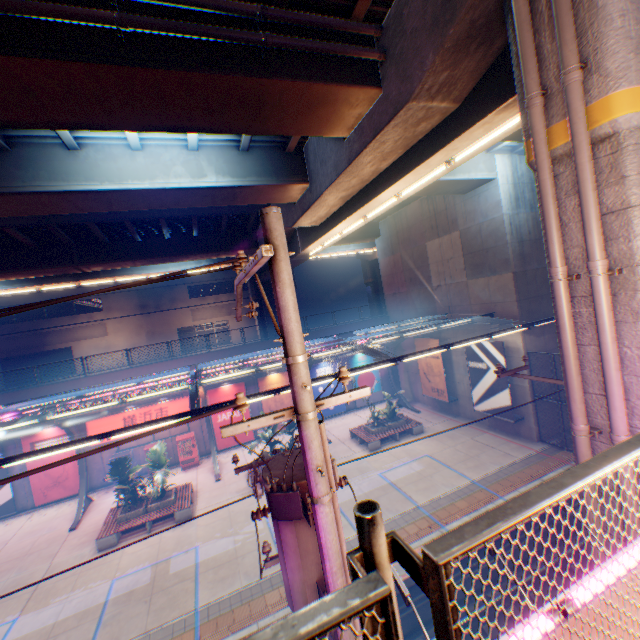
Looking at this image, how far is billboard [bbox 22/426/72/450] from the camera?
18.8 meters

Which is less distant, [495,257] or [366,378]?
[495,257]

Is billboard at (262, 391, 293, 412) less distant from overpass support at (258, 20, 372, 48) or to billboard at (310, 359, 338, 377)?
billboard at (310, 359, 338, 377)

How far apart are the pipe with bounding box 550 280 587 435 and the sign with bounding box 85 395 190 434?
20.92m

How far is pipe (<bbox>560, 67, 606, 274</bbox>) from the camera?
4.42m

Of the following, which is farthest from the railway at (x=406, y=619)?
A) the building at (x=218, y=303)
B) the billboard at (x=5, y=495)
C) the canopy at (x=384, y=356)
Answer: the building at (x=218, y=303)

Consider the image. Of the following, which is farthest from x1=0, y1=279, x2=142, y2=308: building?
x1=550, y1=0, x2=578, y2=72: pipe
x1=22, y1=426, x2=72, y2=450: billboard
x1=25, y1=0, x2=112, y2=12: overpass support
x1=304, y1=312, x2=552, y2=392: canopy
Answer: x1=550, y1=0, x2=578, y2=72: pipe

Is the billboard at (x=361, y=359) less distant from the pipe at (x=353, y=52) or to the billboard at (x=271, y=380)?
the billboard at (x=271, y=380)
